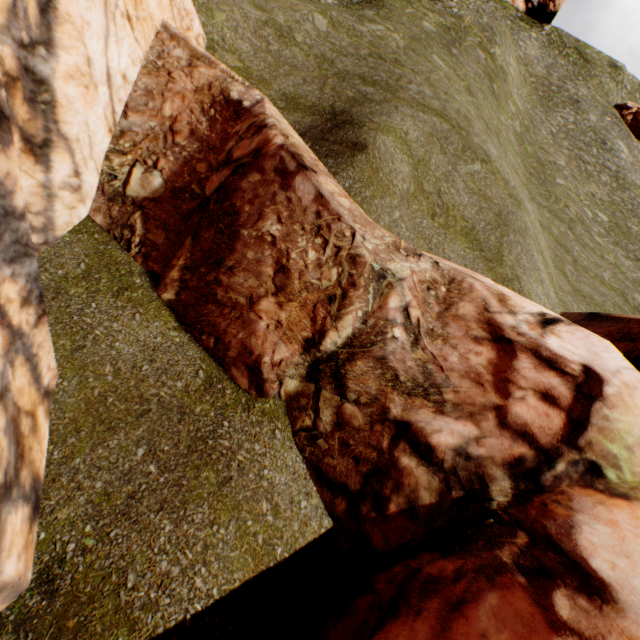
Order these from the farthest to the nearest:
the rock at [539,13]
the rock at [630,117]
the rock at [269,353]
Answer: the rock at [539,13]
the rock at [630,117]
the rock at [269,353]

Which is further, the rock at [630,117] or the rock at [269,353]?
the rock at [630,117]

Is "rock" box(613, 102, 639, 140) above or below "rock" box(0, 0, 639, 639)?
above

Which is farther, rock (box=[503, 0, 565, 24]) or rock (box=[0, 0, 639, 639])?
rock (box=[503, 0, 565, 24])

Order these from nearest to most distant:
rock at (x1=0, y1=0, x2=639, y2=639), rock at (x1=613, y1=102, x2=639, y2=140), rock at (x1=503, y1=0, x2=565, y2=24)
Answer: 1. rock at (x1=0, y1=0, x2=639, y2=639)
2. rock at (x1=613, y1=102, x2=639, y2=140)
3. rock at (x1=503, y1=0, x2=565, y2=24)

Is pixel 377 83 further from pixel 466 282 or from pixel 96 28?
pixel 466 282

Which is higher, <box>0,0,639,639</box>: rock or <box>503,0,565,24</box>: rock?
<box>503,0,565,24</box>: rock

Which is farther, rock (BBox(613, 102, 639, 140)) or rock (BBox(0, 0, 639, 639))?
rock (BBox(613, 102, 639, 140))
